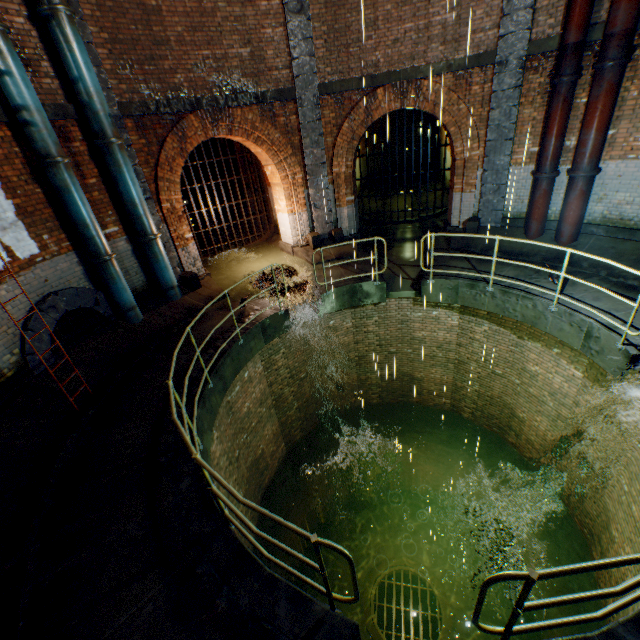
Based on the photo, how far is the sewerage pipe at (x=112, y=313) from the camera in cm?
647

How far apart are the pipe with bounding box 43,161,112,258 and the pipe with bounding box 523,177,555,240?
10.85m

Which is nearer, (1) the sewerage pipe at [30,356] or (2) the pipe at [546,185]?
(1) the sewerage pipe at [30,356]

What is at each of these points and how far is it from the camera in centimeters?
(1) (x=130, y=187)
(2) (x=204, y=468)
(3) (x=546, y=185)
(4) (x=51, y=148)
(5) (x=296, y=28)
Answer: (1) pipe, 745cm
(2) railing, 302cm
(3) pipe, 852cm
(4) pipe, 607cm
(5) support column, 859cm

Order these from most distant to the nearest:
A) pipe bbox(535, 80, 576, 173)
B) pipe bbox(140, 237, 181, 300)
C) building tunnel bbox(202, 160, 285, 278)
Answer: building tunnel bbox(202, 160, 285, 278) < pipe bbox(140, 237, 181, 300) < pipe bbox(535, 80, 576, 173)

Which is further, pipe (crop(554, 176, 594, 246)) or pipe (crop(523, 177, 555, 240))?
pipe (crop(523, 177, 555, 240))

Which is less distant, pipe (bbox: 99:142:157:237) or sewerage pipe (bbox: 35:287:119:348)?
sewerage pipe (bbox: 35:287:119:348)

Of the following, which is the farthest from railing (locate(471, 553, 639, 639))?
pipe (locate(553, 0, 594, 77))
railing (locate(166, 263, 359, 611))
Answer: pipe (locate(553, 0, 594, 77))
